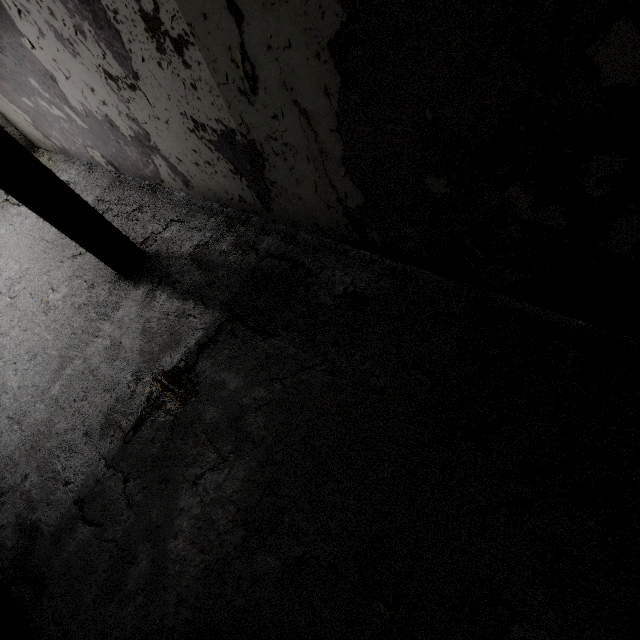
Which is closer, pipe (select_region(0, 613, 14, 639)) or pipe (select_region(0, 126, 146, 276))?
pipe (select_region(0, 613, 14, 639))

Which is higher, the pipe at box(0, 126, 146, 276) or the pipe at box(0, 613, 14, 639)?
the pipe at box(0, 126, 146, 276)

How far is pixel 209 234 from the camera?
5.7 meters

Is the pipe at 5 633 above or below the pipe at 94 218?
below

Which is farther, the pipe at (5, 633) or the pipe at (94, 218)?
the pipe at (94, 218)
